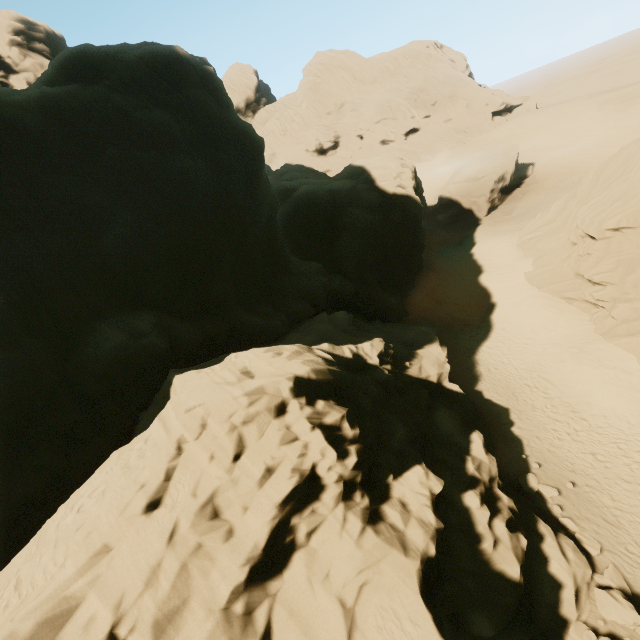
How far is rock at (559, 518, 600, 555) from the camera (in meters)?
12.15

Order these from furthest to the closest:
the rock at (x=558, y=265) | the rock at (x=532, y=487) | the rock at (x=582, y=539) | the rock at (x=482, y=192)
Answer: the rock at (x=482, y=192) < the rock at (x=558, y=265) < the rock at (x=532, y=487) < the rock at (x=582, y=539)

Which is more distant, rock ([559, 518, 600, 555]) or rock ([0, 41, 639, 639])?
rock ([559, 518, 600, 555])

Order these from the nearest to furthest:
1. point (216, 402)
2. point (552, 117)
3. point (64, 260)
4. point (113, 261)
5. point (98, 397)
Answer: point (216, 402) → point (98, 397) → point (64, 260) → point (113, 261) → point (552, 117)

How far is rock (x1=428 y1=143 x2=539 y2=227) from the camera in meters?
37.8 m

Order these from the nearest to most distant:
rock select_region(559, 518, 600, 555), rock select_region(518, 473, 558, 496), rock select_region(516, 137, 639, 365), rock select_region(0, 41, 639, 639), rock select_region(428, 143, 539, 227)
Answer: rock select_region(0, 41, 639, 639) < rock select_region(559, 518, 600, 555) < rock select_region(518, 473, 558, 496) < rock select_region(516, 137, 639, 365) < rock select_region(428, 143, 539, 227)

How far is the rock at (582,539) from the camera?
12.15m
